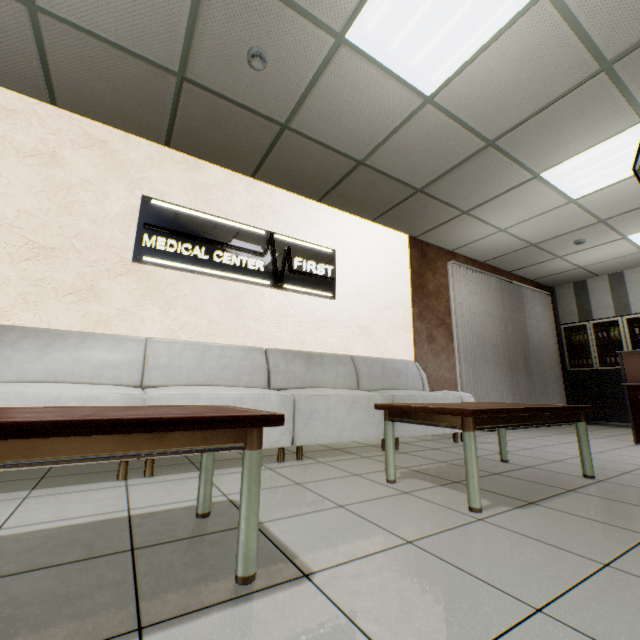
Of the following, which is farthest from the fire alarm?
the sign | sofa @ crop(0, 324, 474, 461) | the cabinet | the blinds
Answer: the cabinet

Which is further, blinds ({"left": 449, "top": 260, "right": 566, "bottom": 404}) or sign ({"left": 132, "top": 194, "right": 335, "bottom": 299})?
blinds ({"left": 449, "top": 260, "right": 566, "bottom": 404})

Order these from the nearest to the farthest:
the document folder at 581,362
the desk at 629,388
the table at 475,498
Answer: the table at 475,498 < the desk at 629,388 < the document folder at 581,362

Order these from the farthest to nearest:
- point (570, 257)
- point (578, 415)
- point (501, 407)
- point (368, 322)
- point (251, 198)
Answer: point (570, 257), point (368, 322), point (251, 198), point (578, 415), point (501, 407)

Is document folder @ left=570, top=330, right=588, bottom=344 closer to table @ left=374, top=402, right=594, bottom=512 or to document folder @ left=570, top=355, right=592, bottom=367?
document folder @ left=570, top=355, right=592, bottom=367

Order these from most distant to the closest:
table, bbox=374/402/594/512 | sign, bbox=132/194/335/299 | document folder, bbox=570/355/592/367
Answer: document folder, bbox=570/355/592/367
sign, bbox=132/194/335/299
table, bbox=374/402/594/512

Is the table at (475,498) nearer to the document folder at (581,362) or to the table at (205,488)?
the table at (205,488)

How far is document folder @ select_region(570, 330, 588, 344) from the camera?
7.16m
